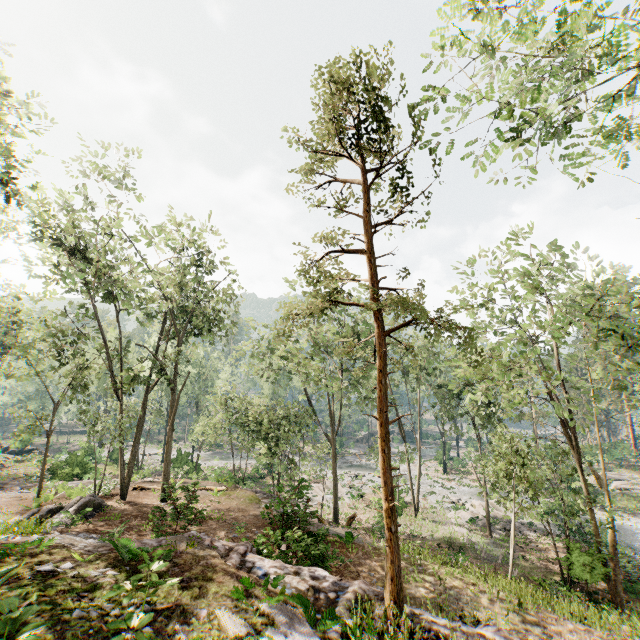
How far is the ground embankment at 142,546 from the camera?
7.8m

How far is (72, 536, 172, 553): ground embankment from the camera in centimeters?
780cm

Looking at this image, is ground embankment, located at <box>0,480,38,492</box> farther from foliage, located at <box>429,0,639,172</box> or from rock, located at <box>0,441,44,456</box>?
foliage, located at <box>429,0,639,172</box>

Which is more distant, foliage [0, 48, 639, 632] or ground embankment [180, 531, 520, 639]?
foliage [0, 48, 639, 632]

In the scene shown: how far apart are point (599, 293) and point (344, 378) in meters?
19.2 m

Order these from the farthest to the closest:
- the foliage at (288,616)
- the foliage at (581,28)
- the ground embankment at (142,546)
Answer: the ground embankment at (142,546) → the foliage at (581,28) → the foliage at (288,616)

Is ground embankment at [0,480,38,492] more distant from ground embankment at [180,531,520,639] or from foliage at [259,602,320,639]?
ground embankment at [180,531,520,639]

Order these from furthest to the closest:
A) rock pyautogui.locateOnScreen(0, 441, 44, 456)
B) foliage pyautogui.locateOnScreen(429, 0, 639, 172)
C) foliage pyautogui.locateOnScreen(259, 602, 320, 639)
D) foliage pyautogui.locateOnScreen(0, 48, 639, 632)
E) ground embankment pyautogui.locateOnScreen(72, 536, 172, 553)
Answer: rock pyautogui.locateOnScreen(0, 441, 44, 456) → foliage pyautogui.locateOnScreen(0, 48, 639, 632) → ground embankment pyautogui.locateOnScreen(72, 536, 172, 553) → foliage pyautogui.locateOnScreen(429, 0, 639, 172) → foliage pyautogui.locateOnScreen(259, 602, 320, 639)
